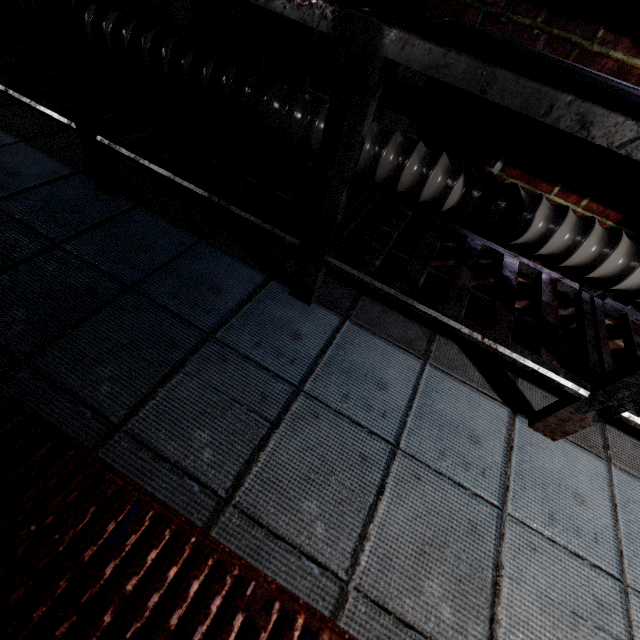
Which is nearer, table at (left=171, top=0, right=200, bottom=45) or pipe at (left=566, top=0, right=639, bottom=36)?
pipe at (left=566, top=0, right=639, bottom=36)

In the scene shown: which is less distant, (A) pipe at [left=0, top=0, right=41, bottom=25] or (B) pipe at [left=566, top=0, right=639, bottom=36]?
(B) pipe at [left=566, top=0, right=639, bottom=36]

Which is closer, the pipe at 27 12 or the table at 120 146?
the table at 120 146

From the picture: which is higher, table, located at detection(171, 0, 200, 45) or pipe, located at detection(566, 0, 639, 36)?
pipe, located at detection(566, 0, 639, 36)

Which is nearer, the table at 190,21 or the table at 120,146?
the table at 120,146

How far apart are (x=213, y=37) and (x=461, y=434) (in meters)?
1.90

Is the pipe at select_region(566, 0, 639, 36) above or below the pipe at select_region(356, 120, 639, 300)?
above
